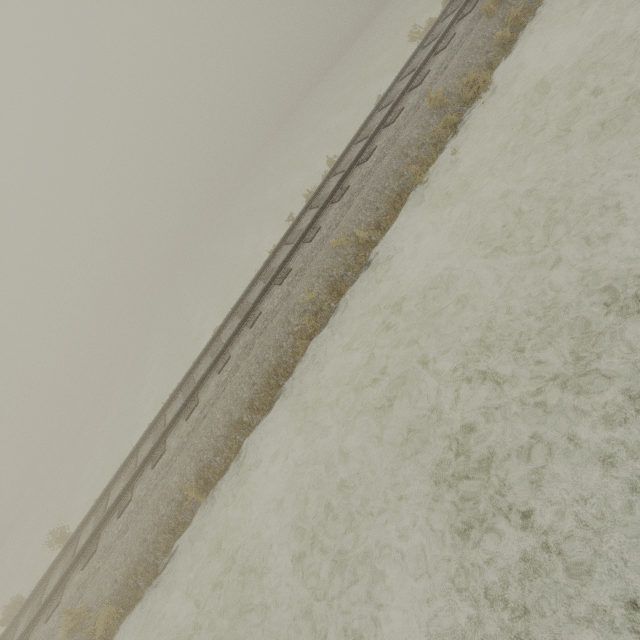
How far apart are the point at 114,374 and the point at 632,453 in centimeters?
4458cm
